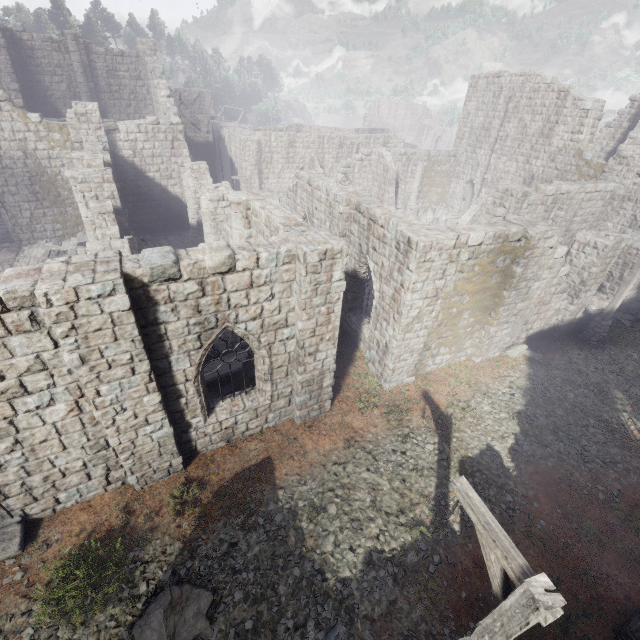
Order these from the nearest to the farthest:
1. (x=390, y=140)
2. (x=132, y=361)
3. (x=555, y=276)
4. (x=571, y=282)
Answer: (x=132, y=361)
(x=555, y=276)
(x=571, y=282)
(x=390, y=140)

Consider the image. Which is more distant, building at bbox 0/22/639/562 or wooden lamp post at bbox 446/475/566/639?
building at bbox 0/22/639/562

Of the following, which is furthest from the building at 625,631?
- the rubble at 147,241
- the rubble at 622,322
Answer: the rubble at 147,241

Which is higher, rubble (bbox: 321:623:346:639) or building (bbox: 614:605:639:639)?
building (bbox: 614:605:639:639)

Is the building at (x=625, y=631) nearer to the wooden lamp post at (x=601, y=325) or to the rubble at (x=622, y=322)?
the rubble at (x=622, y=322)

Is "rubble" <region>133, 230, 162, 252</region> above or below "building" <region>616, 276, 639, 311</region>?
below

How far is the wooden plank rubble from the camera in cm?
2594

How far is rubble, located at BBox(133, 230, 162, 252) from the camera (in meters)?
21.28
